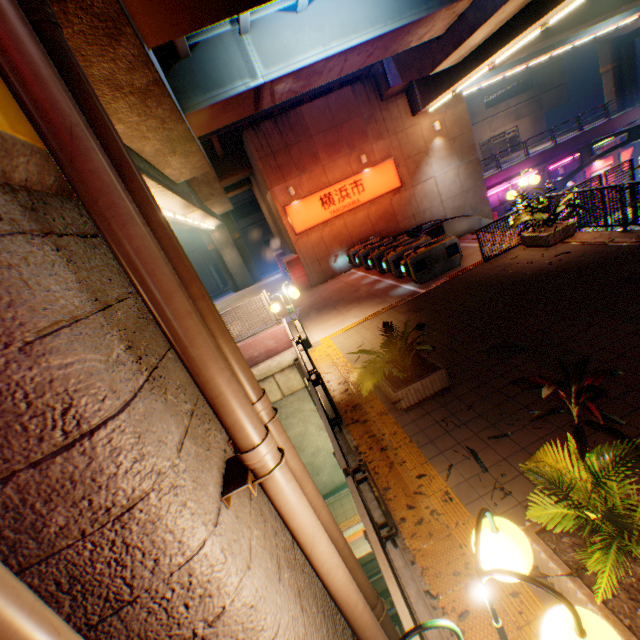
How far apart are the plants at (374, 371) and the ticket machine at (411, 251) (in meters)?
6.90

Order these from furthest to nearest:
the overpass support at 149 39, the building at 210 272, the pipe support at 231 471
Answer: the building at 210 272, the overpass support at 149 39, the pipe support at 231 471

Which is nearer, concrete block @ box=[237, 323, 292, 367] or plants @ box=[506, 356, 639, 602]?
plants @ box=[506, 356, 639, 602]

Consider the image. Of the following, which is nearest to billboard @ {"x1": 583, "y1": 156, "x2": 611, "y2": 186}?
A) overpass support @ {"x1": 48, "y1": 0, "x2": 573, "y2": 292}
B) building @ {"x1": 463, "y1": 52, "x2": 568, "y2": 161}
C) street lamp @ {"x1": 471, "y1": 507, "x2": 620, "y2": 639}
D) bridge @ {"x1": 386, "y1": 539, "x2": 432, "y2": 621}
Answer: overpass support @ {"x1": 48, "y1": 0, "x2": 573, "y2": 292}

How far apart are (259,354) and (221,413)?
9.2 meters

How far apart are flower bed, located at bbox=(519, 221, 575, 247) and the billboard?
21.36m

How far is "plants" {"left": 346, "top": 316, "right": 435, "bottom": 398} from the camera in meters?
5.7

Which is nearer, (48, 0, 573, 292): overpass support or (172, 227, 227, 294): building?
(48, 0, 573, 292): overpass support
